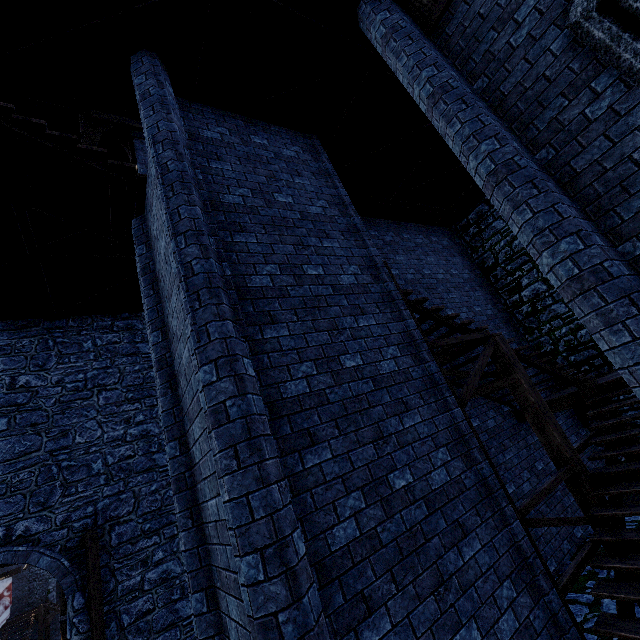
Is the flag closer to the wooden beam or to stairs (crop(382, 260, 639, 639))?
the wooden beam

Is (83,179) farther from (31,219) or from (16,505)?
(16,505)

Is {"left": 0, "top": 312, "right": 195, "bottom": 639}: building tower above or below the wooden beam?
below

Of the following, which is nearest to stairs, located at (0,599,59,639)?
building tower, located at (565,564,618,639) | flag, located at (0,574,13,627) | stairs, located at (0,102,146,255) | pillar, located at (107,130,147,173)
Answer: flag, located at (0,574,13,627)

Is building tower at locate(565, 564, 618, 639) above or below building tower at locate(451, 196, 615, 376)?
below

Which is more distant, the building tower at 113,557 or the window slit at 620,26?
the building tower at 113,557

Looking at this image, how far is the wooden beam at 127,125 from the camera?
10.2 meters

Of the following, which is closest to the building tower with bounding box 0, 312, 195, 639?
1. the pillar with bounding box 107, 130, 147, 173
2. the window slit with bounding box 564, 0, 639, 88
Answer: the pillar with bounding box 107, 130, 147, 173
